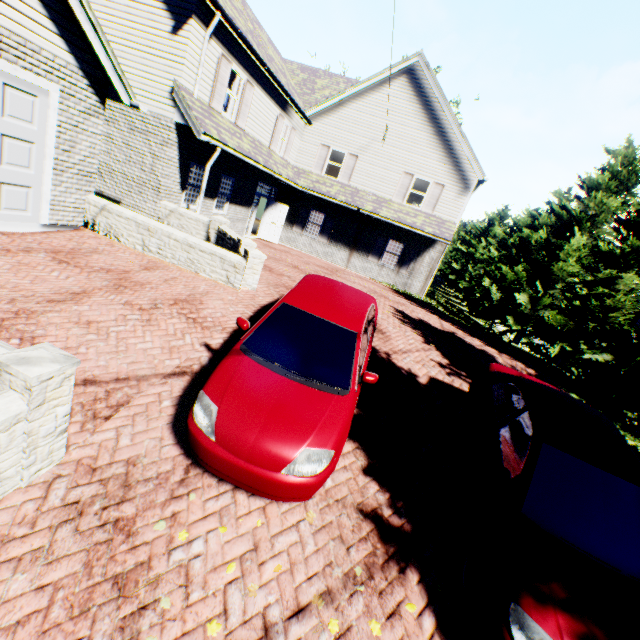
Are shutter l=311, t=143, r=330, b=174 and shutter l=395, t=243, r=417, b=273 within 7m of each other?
yes

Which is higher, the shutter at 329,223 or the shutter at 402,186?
the shutter at 402,186

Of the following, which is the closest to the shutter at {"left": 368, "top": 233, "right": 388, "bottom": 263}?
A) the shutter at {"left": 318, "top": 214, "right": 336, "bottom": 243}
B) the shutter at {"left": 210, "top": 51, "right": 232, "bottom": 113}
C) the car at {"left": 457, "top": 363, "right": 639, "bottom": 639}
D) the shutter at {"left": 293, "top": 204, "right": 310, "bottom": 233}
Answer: the shutter at {"left": 318, "top": 214, "right": 336, "bottom": 243}

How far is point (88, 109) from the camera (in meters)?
7.54

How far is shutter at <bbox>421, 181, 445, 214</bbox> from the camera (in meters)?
17.28

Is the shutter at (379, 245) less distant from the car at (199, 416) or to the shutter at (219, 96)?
the shutter at (219, 96)

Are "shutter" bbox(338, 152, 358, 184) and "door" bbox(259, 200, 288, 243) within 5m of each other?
yes

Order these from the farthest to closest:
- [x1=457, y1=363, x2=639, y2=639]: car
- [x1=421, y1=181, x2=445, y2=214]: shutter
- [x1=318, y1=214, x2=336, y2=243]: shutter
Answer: [x1=318, y1=214, x2=336, y2=243]: shutter, [x1=421, y1=181, x2=445, y2=214]: shutter, [x1=457, y1=363, x2=639, y2=639]: car
